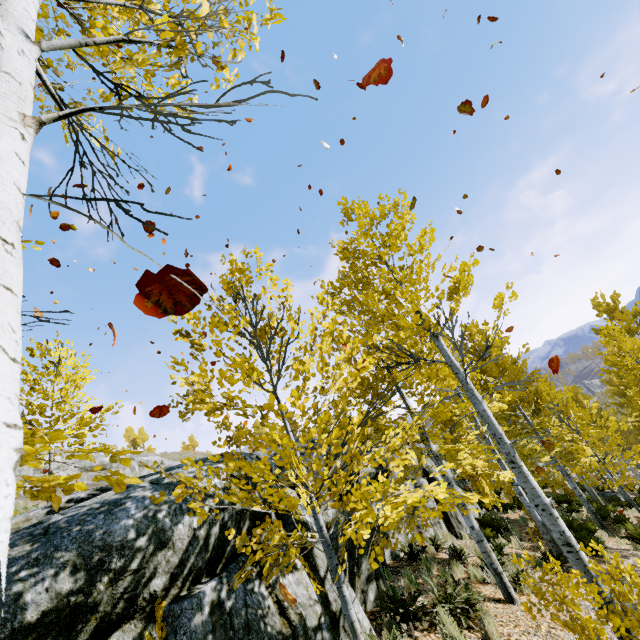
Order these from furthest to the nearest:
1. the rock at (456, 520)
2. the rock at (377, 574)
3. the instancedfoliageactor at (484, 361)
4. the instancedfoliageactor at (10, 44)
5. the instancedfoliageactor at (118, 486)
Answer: the rock at (456, 520)
the rock at (377, 574)
the instancedfoliageactor at (484, 361)
the instancedfoliageactor at (118, 486)
the instancedfoliageactor at (10, 44)

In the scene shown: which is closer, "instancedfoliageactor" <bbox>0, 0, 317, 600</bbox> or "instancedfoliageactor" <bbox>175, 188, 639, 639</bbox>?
"instancedfoliageactor" <bbox>0, 0, 317, 600</bbox>

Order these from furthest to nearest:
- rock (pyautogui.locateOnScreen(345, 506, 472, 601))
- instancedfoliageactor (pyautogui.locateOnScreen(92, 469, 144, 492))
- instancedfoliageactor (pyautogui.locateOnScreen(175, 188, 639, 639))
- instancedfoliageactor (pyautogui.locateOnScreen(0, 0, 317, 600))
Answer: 1. rock (pyautogui.locateOnScreen(345, 506, 472, 601))
2. instancedfoliageactor (pyautogui.locateOnScreen(175, 188, 639, 639))
3. instancedfoliageactor (pyautogui.locateOnScreen(92, 469, 144, 492))
4. instancedfoliageactor (pyautogui.locateOnScreen(0, 0, 317, 600))

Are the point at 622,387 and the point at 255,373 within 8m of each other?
no

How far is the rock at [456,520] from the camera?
6.1 meters

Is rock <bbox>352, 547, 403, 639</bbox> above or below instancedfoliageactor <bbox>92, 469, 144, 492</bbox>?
below

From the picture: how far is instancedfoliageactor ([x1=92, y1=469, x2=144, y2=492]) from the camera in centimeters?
159cm

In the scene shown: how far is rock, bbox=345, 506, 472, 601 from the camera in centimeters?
606cm
